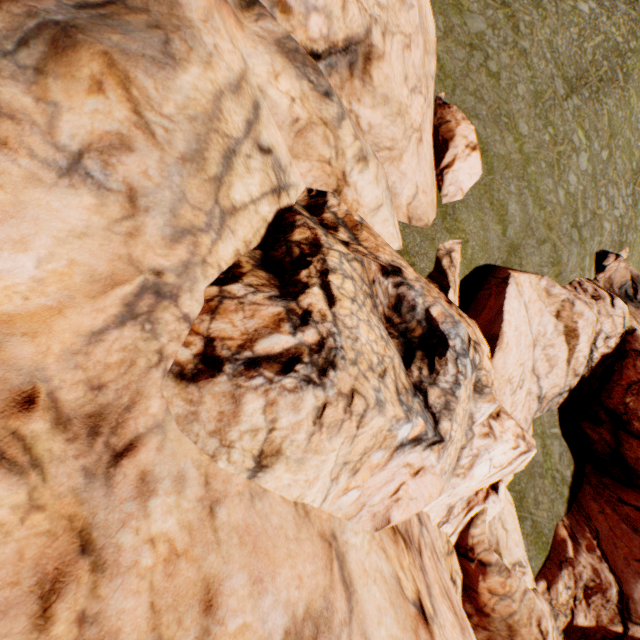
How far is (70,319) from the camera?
3.16m
